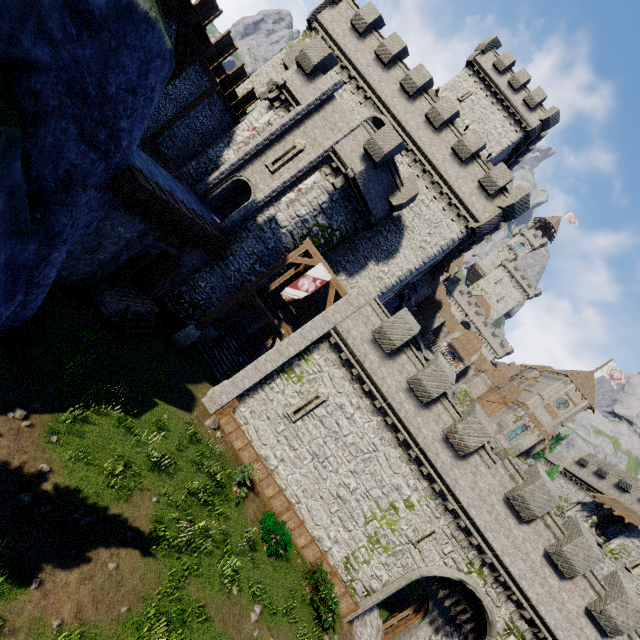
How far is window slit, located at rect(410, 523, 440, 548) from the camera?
16.1 meters

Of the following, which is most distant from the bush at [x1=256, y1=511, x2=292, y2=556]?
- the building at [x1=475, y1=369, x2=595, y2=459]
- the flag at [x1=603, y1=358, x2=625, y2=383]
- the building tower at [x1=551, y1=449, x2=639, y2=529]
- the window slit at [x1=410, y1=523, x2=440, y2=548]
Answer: the flag at [x1=603, y1=358, x2=625, y2=383]

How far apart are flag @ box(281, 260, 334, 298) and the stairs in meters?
7.0 m

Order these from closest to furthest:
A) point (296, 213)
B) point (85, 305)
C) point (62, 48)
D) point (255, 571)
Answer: point (62, 48), point (255, 571), point (85, 305), point (296, 213)

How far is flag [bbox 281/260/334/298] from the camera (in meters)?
17.64

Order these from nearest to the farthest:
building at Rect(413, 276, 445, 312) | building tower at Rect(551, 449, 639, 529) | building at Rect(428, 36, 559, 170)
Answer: building tower at Rect(551, 449, 639, 529) < building at Rect(428, 36, 559, 170) < building at Rect(413, 276, 445, 312)

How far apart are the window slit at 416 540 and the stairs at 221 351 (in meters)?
13.24

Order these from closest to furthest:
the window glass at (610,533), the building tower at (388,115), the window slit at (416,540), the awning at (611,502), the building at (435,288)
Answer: the window slit at (416,540), the building tower at (388,115), the awning at (611,502), the window glass at (610,533), the building at (435,288)
